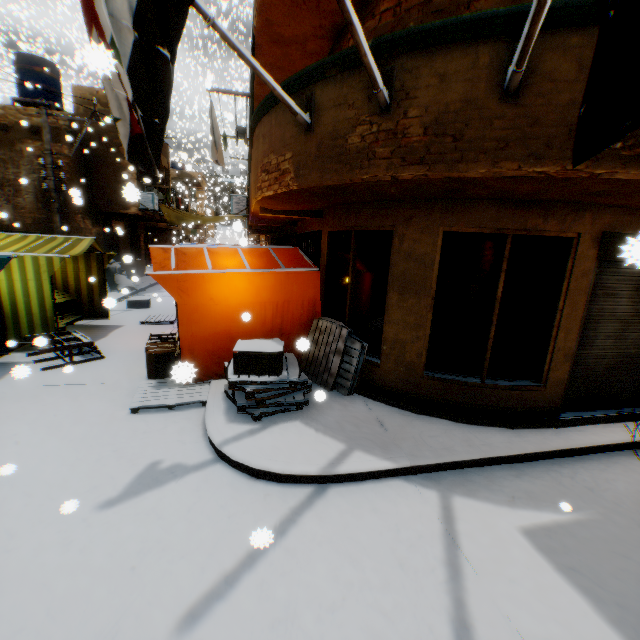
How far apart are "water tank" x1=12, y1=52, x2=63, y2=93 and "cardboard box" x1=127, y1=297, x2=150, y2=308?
9.9m

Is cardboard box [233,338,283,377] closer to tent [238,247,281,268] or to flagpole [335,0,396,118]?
tent [238,247,281,268]

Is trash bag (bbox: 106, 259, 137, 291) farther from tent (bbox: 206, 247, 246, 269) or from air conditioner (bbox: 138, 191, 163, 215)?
air conditioner (bbox: 138, 191, 163, 215)

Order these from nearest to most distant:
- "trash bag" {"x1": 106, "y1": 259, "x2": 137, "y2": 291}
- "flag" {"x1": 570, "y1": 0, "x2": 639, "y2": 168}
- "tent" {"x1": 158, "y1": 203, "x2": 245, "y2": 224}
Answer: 1. "flag" {"x1": 570, "y1": 0, "x2": 639, "y2": 168}
2. "trash bag" {"x1": 106, "y1": 259, "x2": 137, "y2": 291}
3. "tent" {"x1": 158, "y1": 203, "x2": 245, "y2": 224}

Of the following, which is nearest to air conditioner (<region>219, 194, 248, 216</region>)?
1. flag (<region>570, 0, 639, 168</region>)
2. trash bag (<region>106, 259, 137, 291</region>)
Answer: trash bag (<region>106, 259, 137, 291</region>)

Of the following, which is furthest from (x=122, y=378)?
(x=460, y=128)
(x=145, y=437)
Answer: (x=460, y=128)

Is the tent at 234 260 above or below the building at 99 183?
below

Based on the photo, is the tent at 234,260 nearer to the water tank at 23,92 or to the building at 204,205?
the building at 204,205
